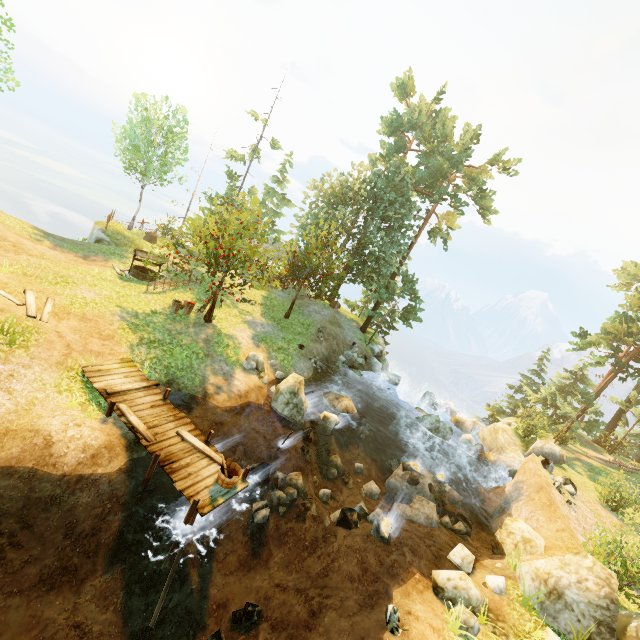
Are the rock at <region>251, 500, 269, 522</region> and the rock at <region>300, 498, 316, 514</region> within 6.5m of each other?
yes

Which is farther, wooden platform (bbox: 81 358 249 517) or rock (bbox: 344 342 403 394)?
rock (bbox: 344 342 403 394)

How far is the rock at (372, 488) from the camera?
15.64m

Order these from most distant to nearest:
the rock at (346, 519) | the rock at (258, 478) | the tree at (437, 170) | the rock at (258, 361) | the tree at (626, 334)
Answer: the tree at (626, 334) < the tree at (437, 170) < the rock at (258, 361) < the rock at (258, 478) < the rock at (346, 519)

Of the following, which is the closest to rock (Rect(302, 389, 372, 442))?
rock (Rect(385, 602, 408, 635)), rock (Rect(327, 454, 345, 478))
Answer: rock (Rect(327, 454, 345, 478))

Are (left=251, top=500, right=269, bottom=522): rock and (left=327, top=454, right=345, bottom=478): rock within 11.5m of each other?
yes

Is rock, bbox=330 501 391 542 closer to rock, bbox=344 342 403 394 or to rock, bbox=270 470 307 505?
rock, bbox=270 470 307 505

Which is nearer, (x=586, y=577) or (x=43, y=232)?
(x=586, y=577)
